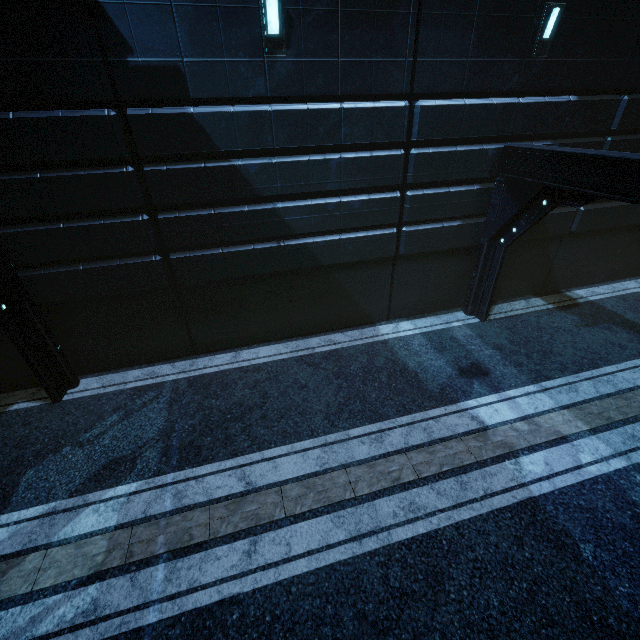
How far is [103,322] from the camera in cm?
802
